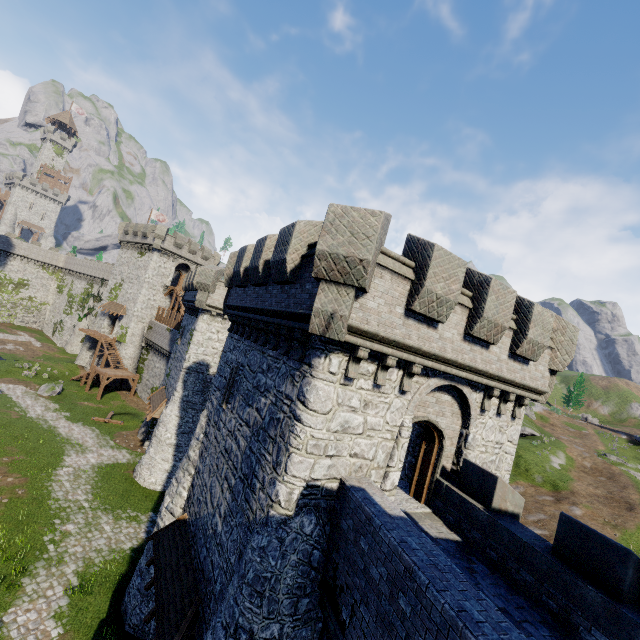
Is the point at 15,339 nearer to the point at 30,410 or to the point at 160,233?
the point at 30,410

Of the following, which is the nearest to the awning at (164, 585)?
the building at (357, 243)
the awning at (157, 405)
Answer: the building at (357, 243)

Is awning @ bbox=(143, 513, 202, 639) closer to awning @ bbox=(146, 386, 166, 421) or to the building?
the building

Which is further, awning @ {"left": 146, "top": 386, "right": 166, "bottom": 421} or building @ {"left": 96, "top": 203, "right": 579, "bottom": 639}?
awning @ {"left": 146, "top": 386, "right": 166, "bottom": 421}

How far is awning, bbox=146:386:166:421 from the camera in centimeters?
2595cm

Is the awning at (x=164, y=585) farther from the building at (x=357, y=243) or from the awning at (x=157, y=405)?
the awning at (x=157, y=405)

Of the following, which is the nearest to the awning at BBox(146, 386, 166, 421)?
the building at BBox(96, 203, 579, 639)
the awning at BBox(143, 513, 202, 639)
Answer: the building at BBox(96, 203, 579, 639)
